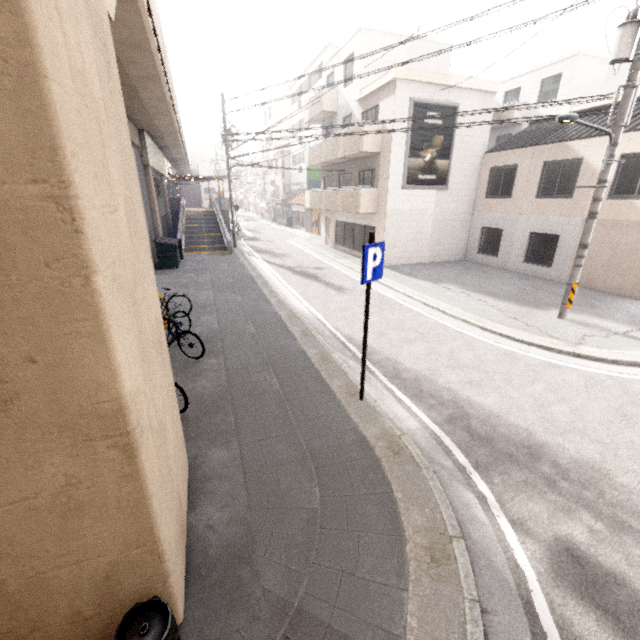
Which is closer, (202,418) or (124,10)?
(202,418)

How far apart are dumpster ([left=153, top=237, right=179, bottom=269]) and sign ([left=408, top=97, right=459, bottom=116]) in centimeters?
1179cm

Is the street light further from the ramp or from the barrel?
the ramp

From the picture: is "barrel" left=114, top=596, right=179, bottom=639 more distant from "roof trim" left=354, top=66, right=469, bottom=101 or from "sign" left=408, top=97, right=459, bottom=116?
"roof trim" left=354, top=66, right=469, bottom=101

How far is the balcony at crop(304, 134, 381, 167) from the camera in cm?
1633

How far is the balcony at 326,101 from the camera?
20.4m

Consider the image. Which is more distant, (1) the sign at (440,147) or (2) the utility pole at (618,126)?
(1) the sign at (440,147)

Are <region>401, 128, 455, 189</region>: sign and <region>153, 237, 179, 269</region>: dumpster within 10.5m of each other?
no
